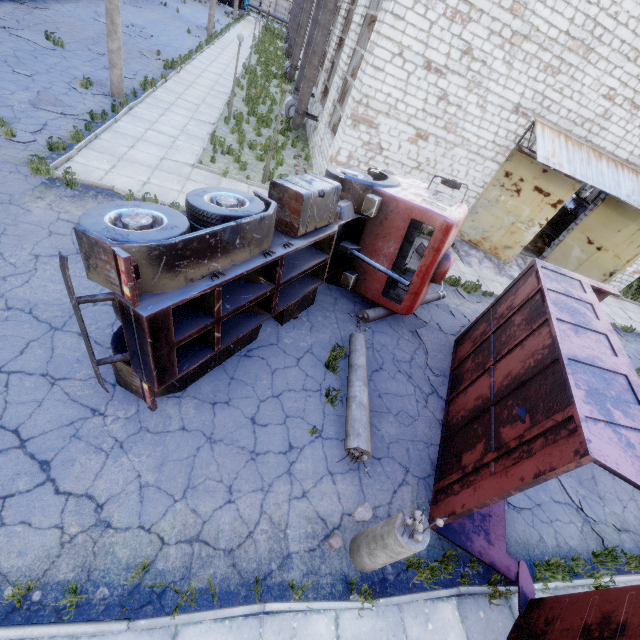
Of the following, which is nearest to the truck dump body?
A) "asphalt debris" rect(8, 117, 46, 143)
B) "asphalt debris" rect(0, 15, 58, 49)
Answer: "asphalt debris" rect(8, 117, 46, 143)

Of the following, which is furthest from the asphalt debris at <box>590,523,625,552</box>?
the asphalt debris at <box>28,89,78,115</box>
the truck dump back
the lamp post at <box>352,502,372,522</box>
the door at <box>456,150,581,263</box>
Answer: the asphalt debris at <box>28,89,78,115</box>

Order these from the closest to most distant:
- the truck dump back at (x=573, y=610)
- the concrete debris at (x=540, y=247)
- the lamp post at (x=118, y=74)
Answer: the truck dump back at (x=573, y=610) → the lamp post at (x=118, y=74) → the concrete debris at (x=540, y=247)

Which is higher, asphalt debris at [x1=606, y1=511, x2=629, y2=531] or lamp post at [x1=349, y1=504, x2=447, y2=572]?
lamp post at [x1=349, y1=504, x2=447, y2=572]

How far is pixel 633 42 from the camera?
10.29m

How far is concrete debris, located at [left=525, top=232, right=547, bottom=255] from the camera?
17.5m

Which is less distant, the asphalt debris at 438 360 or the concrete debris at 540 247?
the asphalt debris at 438 360

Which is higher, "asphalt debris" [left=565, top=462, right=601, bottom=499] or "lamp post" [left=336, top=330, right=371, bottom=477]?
"lamp post" [left=336, top=330, right=371, bottom=477]
